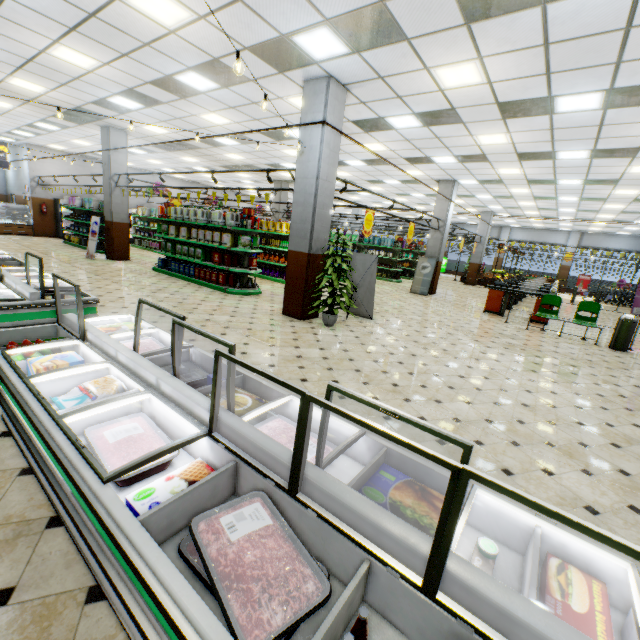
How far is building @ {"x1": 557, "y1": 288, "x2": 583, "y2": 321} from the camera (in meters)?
13.37

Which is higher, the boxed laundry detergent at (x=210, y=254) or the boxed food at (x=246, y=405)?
the boxed laundry detergent at (x=210, y=254)

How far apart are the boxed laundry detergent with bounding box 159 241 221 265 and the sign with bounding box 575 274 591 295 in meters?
29.1 m

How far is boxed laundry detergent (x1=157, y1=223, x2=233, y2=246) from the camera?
9.4 meters

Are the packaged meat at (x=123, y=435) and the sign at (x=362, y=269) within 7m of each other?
yes

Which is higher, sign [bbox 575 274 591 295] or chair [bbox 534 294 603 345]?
sign [bbox 575 274 591 295]

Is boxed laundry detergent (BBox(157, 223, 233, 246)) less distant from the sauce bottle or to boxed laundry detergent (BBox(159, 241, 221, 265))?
boxed laundry detergent (BBox(159, 241, 221, 265))

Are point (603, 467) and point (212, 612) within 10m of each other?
yes
